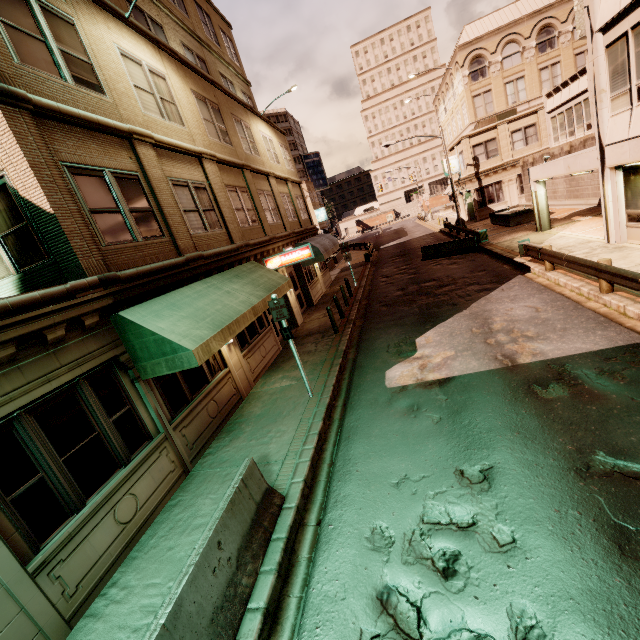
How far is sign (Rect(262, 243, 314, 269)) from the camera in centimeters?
1390cm

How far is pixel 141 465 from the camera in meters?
6.4

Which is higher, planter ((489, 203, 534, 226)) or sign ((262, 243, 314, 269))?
sign ((262, 243, 314, 269))

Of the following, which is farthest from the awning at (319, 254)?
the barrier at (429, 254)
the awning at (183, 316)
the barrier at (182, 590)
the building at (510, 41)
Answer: the barrier at (182, 590)

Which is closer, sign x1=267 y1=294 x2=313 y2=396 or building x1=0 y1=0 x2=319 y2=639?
building x1=0 y1=0 x2=319 y2=639

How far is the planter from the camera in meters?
23.5 m

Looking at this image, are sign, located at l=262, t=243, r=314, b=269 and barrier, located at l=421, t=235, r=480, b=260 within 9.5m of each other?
no

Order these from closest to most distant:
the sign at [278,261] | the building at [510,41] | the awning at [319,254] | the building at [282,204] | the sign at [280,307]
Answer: the building at [282,204] → the sign at [280,307] → the building at [510,41] → the sign at [278,261] → the awning at [319,254]
